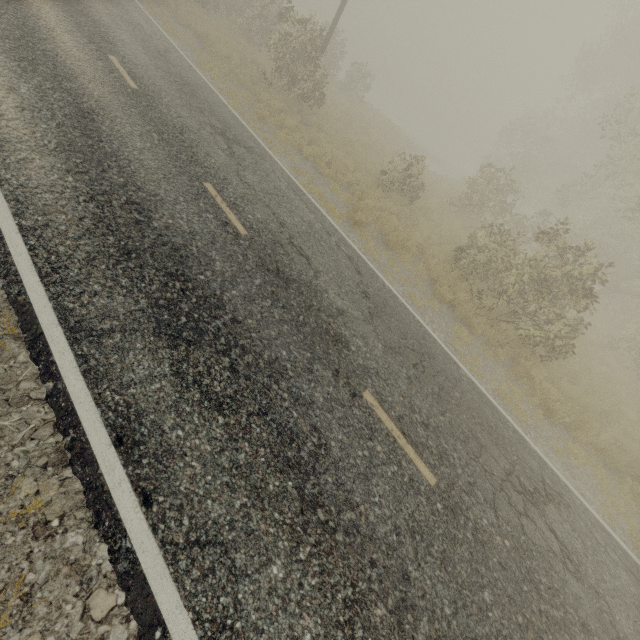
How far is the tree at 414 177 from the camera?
14.07m

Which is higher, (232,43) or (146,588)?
(232,43)

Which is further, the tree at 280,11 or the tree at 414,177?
the tree at 280,11

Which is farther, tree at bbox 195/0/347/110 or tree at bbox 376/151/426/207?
tree at bbox 195/0/347/110

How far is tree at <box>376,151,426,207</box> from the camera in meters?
14.1 m
